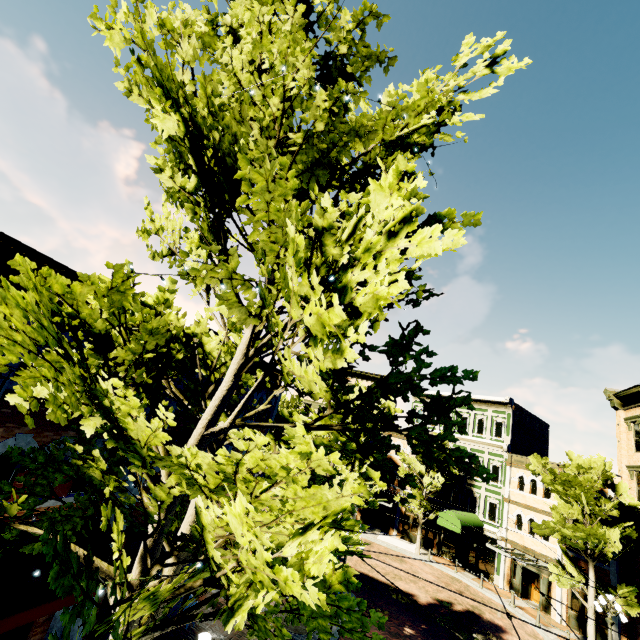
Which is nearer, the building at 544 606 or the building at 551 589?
the building at 551 589

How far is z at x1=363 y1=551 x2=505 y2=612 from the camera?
21.7m

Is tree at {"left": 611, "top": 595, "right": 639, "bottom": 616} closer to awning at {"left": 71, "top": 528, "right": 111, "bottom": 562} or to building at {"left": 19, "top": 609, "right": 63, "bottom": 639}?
building at {"left": 19, "top": 609, "right": 63, "bottom": 639}

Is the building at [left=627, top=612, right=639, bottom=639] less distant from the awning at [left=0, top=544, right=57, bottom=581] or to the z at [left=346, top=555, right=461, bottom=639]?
the z at [left=346, top=555, right=461, bottom=639]

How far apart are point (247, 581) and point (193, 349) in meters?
3.8 m

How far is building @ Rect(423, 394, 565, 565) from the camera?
23.9 meters

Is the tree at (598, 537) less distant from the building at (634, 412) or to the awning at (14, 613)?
the building at (634, 412)
